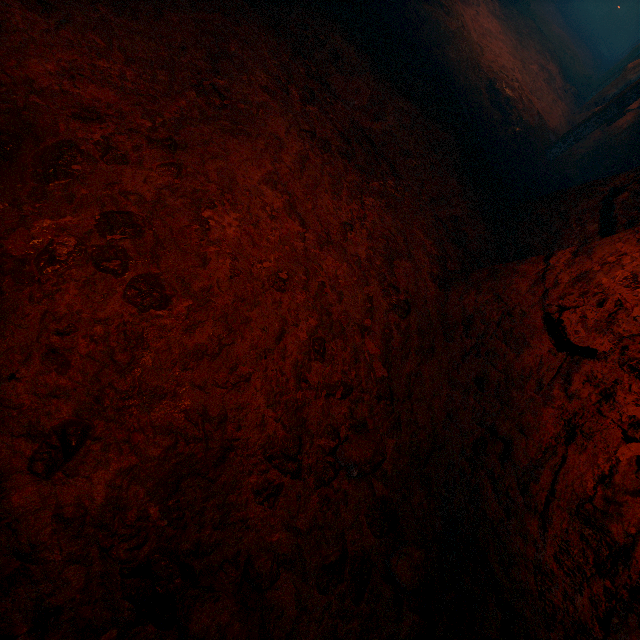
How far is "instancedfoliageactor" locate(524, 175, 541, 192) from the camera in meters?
4.9 m

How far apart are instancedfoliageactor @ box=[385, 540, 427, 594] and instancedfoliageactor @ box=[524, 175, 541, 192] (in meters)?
5.20

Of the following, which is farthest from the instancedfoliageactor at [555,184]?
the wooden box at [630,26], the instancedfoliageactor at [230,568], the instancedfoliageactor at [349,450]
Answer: the wooden box at [630,26]

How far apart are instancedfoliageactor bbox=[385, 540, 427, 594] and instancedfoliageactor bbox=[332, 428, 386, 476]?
0.5m

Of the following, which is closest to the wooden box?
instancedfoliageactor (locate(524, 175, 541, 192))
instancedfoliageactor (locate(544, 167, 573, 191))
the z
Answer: the z

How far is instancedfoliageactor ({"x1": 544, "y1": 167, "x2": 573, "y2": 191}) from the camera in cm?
528

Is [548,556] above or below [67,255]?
above

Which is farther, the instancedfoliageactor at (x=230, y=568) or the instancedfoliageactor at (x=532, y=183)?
the instancedfoliageactor at (x=532, y=183)
